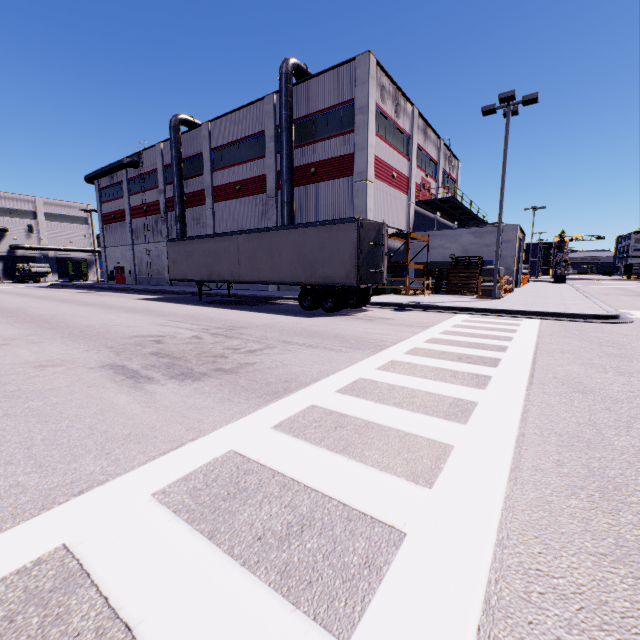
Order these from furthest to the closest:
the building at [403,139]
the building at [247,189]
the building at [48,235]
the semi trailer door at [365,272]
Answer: the building at [48,235] → the building at [247,189] → the building at [403,139] → the semi trailer door at [365,272]

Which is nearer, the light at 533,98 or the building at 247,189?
the light at 533,98

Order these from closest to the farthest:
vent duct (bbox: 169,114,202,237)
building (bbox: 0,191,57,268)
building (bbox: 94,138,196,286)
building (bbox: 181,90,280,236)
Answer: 1. building (bbox: 181,90,280,236)
2. vent duct (bbox: 169,114,202,237)
3. building (bbox: 94,138,196,286)
4. building (bbox: 0,191,57,268)

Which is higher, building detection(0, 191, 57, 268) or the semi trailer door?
building detection(0, 191, 57, 268)

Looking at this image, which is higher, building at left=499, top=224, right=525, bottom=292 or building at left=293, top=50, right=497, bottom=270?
building at left=293, top=50, right=497, bottom=270

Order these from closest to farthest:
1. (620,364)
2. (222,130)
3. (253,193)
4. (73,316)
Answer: (620,364)
(73,316)
(253,193)
(222,130)

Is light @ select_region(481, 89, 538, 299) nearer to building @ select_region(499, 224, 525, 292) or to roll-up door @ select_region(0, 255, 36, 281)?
building @ select_region(499, 224, 525, 292)

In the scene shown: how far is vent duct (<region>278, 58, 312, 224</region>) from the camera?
21.59m
